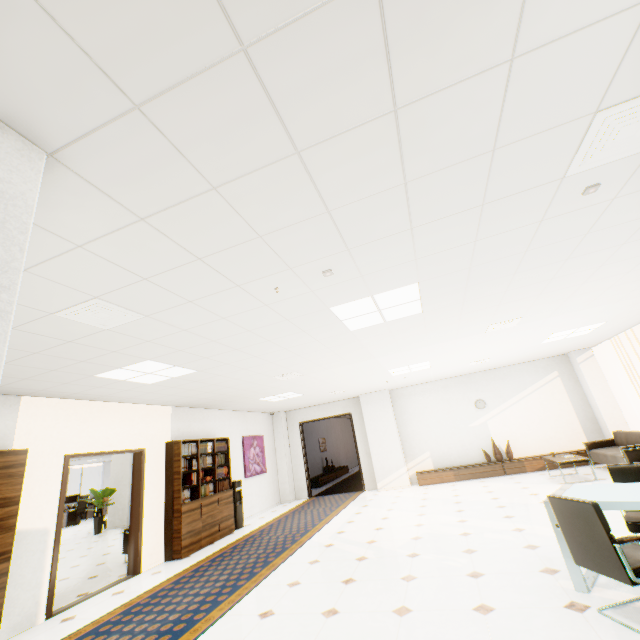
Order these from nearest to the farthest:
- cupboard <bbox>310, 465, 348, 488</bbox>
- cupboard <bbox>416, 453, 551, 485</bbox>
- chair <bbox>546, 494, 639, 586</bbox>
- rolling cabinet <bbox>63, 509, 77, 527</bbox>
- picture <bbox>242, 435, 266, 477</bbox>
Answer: chair <bbox>546, 494, 639, 586</bbox>, cupboard <bbox>416, 453, 551, 485</bbox>, picture <bbox>242, 435, 266, 477</bbox>, cupboard <bbox>310, 465, 348, 488</bbox>, rolling cabinet <bbox>63, 509, 77, 527</bbox>

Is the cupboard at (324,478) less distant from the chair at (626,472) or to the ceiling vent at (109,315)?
the chair at (626,472)

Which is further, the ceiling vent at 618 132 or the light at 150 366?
the light at 150 366

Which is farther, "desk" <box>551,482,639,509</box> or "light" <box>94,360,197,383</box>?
"light" <box>94,360,197,383</box>

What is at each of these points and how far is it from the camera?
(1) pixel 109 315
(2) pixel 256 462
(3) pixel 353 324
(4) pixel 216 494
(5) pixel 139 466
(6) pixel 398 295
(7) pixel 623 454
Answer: (1) ceiling vent, 2.90m
(2) picture, 10.09m
(3) light, 4.18m
(4) book, 7.53m
(5) door, 6.37m
(6) light, 3.53m
(7) sofa, 6.55m

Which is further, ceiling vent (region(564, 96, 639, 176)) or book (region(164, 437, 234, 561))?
book (region(164, 437, 234, 561))

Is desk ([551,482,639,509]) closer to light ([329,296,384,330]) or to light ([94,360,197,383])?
light ([329,296,384,330])

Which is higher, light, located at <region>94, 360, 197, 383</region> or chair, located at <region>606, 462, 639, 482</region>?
light, located at <region>94, 360, 197, 383</region>
